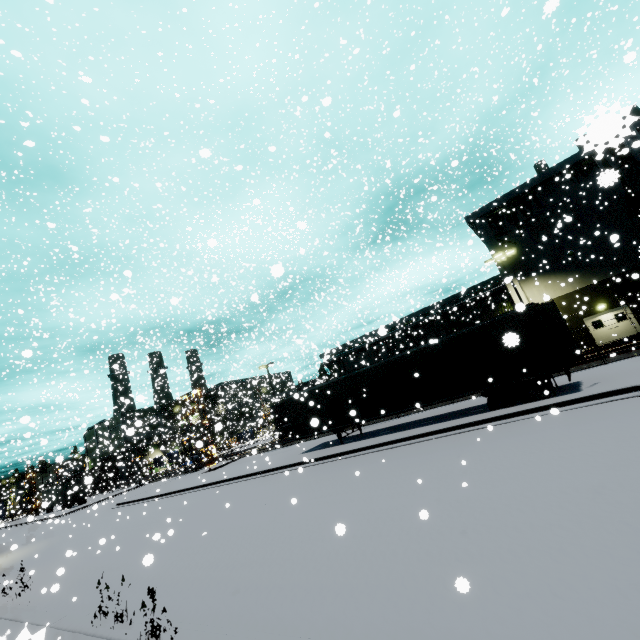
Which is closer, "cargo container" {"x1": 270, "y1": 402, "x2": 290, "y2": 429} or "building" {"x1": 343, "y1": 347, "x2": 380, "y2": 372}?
"cargo container" {"x1": 270, "y1": 402, "x2": 290, "y2": 429}

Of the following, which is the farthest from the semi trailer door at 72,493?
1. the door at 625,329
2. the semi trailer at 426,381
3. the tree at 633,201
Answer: the tree at 633,201

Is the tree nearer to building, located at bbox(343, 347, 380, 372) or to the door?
building, located at bbox(343, 347, 380, 372)

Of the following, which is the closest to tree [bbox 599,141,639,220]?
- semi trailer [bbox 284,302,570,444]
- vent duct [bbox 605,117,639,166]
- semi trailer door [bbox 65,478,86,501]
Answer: vent duct [bbox 605,117,639,166]

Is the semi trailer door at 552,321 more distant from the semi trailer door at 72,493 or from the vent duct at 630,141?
the semi trailer door at 72,493

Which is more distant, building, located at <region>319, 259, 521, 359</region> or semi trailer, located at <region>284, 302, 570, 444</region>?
building, located at <region>319, 259, 521, 359</region>

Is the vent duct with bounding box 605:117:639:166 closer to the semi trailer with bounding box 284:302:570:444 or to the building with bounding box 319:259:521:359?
the building with bounding box 319:259:521:359

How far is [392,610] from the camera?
4.16m
